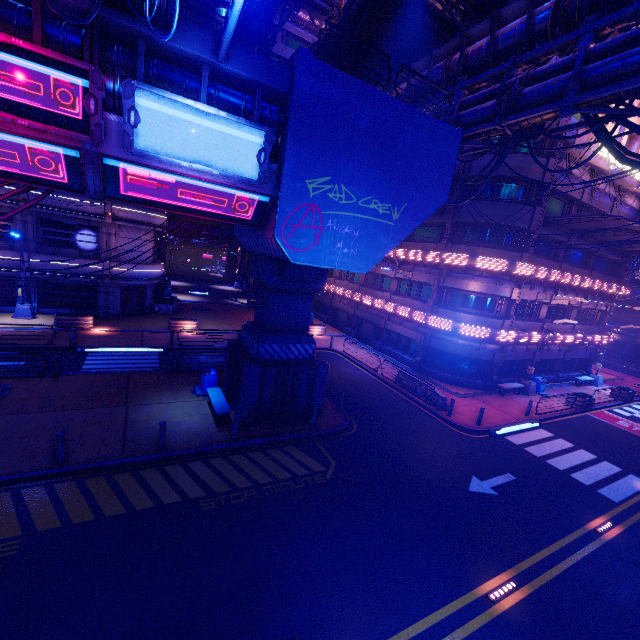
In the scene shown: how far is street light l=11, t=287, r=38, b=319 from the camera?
22.8m

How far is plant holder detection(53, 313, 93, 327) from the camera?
22.3m

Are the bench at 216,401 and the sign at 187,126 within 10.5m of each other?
yes

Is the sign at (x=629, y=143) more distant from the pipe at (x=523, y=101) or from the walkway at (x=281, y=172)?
the walkway at (x=281, y=172)

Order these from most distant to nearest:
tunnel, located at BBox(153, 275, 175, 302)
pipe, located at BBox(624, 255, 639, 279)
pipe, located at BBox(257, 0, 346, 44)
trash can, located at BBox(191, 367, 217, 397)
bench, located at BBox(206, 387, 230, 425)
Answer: tunnel, located at BBox(153, 275, 175, 302) → pipe, located at BBox(624, 255, 639, 279) → pipe, located at BBox(257, 0, 346, 44) → trash can, located at BBox(191, 367, 217, 397) → bench, located at BBox(206, 387, 230, 425)

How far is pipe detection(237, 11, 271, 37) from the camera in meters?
20.2 m

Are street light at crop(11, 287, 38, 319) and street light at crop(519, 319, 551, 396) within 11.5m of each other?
no

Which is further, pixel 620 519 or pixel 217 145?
pixel 620 519
